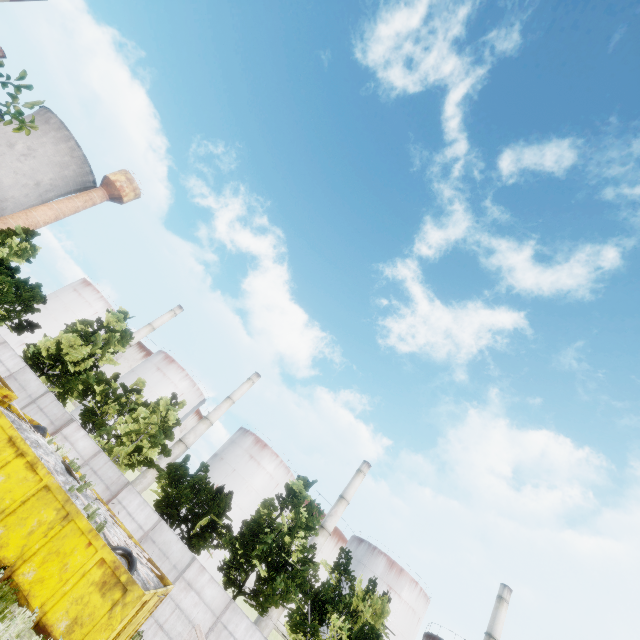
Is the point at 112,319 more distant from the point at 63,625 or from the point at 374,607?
the point at 374,607

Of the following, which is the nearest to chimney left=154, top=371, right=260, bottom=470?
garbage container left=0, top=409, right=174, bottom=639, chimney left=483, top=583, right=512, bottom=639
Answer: garbage container left=0, top=409, right=174, bottom=639

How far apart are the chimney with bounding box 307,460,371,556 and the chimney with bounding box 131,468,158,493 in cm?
2161

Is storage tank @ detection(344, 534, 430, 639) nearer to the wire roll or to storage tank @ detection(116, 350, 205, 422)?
storage tank @ detection(116, 350, 205, 422)

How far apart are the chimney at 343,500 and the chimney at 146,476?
21.6 meters

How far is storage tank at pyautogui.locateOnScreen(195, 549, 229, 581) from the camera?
41.31m

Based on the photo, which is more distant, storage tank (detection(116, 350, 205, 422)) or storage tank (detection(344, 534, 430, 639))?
storage tank (detection(116, 350, 205, 422))

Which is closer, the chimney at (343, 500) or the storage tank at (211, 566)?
the storage tank at (211, 566)
